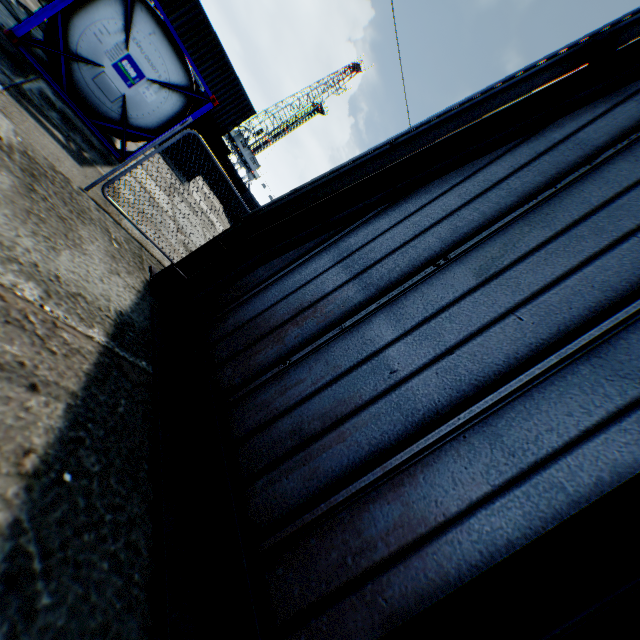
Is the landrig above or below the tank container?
above

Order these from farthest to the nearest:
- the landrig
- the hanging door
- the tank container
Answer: the landrig
the tank container
the hanging door

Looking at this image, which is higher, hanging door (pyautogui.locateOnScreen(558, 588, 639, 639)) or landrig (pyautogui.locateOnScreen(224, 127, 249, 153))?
landrig (pyautogui.locateOnScreen(224, 127, 249, 153))

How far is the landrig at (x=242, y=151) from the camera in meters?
57.6 m

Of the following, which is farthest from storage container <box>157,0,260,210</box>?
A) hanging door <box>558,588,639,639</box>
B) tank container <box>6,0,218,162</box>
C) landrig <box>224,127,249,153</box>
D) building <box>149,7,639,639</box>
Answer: landrig <box>224,127,249,153</box>

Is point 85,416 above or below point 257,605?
below

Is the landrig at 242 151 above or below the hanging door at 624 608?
above

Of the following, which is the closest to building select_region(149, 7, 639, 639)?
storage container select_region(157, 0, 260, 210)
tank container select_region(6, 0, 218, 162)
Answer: tank container select_region(6, 0, 218, 162)
